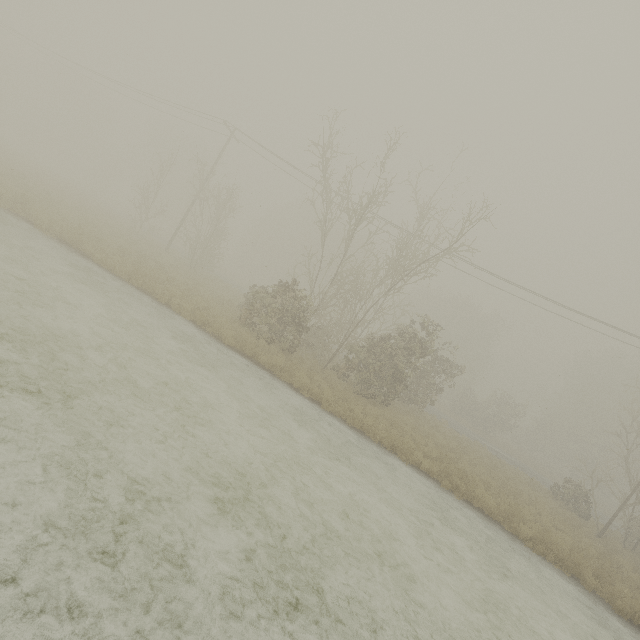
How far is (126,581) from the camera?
3.83m
